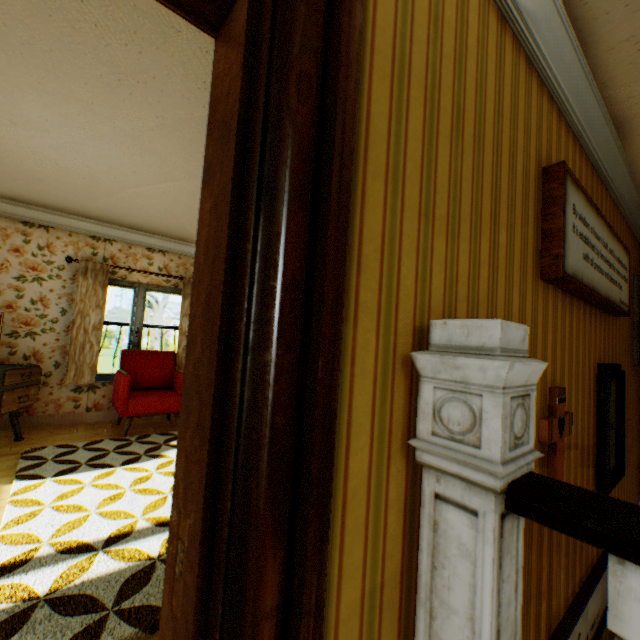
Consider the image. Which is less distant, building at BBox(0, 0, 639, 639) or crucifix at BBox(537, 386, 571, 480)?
building at BBox(0, 0, 639, 639)

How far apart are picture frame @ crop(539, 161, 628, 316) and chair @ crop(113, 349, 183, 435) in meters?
4.9 m

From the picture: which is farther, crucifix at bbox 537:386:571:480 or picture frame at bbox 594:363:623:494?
picture frame at bbox 594:363:623:494

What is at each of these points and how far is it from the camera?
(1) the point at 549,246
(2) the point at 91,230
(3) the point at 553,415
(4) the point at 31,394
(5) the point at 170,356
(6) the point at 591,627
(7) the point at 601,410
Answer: (1) picture frame, 1.6m
(2) building, 5.1m
(3) crucifix, 1.7m
(4) cabinet, 4.2m
(5) chair, 5.7m
(6) picture frame, 2.2m
(7) picture frame, 2.4m

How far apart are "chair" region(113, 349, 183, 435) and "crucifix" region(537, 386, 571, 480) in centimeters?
465cm

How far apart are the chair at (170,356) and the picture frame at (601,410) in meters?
4.9

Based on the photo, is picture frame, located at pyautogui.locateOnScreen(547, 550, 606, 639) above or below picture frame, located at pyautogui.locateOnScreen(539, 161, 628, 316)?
below

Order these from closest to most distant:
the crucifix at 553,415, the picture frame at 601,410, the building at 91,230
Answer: the building at 91,230
the crucifix at 553,415
the picture frame at 601,410
